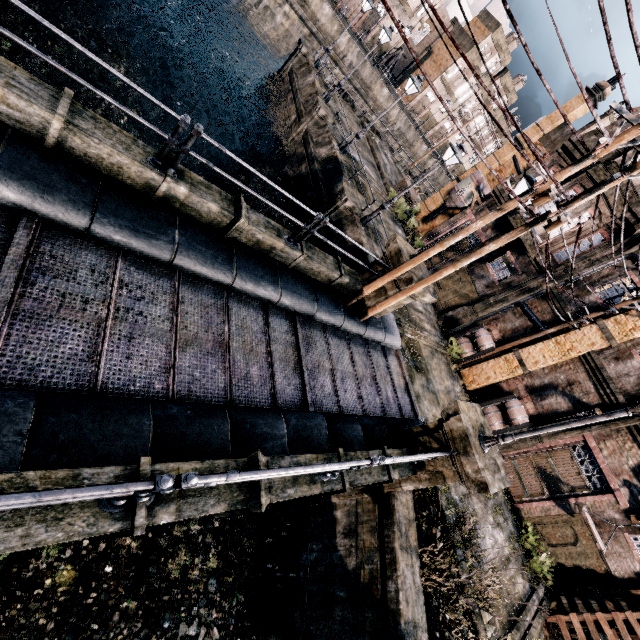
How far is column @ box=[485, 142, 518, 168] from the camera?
24.52m

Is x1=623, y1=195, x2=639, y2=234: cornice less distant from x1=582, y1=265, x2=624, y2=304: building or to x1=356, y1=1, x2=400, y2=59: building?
x1=582, y1=265, x2=624, y2=304: building

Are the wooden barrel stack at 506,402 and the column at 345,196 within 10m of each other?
no

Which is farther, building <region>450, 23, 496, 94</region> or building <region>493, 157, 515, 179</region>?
building <region>450, 23, 496, 94</region>

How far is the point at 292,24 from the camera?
35.16m

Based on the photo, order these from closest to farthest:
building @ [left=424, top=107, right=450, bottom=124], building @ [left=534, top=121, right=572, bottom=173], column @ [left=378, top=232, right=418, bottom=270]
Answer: column @ [left=378, top=232, right=418, bottom=270] → building @ [left=534, top=121, right=572, bottom=173] → building @ [left=424, top=107, right=450, bottom=124]

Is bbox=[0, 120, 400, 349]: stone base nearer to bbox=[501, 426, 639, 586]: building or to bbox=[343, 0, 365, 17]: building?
bbox=[501, 426, 639, 586]: building

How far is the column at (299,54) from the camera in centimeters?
2532cm
